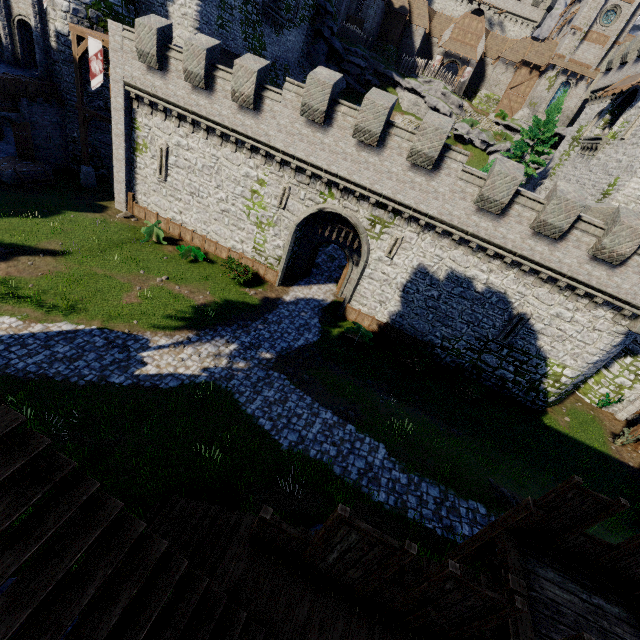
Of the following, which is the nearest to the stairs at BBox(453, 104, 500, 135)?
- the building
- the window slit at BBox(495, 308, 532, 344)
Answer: the building

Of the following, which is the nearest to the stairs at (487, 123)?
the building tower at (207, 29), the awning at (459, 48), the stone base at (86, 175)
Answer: the awning at (459, 48)

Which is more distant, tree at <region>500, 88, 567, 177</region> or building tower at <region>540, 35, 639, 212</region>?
tree at <region>500, 88, 567, 177</region>

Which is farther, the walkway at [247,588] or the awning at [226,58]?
the awning at [226,58]

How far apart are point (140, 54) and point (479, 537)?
26.4 meters

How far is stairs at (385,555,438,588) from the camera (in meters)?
7.00

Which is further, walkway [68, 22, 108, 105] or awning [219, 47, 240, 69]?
awning [219, 47, 240, 69]

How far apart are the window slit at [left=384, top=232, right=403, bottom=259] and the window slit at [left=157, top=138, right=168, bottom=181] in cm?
1532
